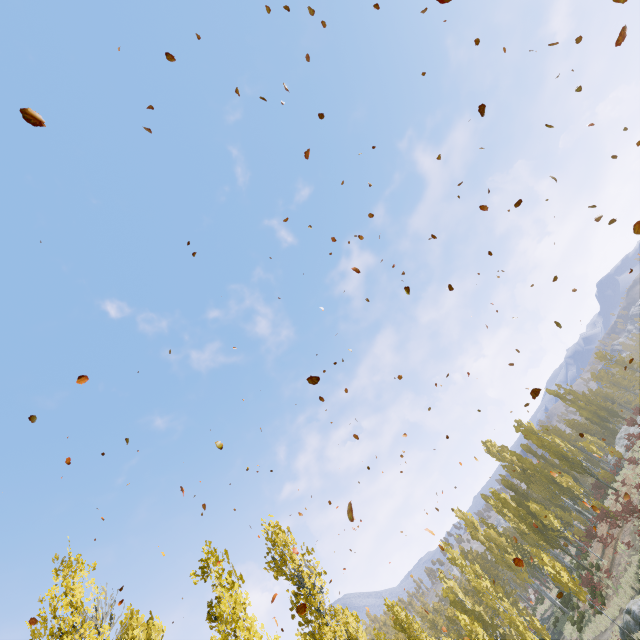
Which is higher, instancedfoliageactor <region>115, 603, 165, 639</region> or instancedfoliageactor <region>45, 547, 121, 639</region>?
instancedfoliageactor <region>115, 603, 165, 639</region>

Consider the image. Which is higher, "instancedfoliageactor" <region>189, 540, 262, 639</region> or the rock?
"instancedfoliageactor" <region>189, 540, 262, 639</region>

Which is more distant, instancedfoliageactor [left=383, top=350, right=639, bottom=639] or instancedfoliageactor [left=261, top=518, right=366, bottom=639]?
instancedfoliageactor [left=383, top=350, right=639, bottom=639]

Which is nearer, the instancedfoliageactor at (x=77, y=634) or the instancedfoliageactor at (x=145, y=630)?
the instancedfoliageactor at (x=77, y=634)

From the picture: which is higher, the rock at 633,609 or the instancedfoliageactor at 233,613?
the instancedfoliageactor at 233,613

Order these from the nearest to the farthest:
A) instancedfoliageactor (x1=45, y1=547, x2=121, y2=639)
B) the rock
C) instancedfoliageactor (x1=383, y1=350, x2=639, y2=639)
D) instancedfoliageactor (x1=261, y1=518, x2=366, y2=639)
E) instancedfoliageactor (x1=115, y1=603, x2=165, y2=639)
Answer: instancedfoliageactor (x1=45, y1=547, x2=121, y2=639), instancedfoliageactor (x1=261, y1=518, x2=366, y2=639), instancedfoliageactor (x1=115, y1=603, x2=165, y2=639), the rock, instancedfoliageactor (x1=383, y1=350, x2=639, y2=639)

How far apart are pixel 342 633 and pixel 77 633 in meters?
8.4 m
